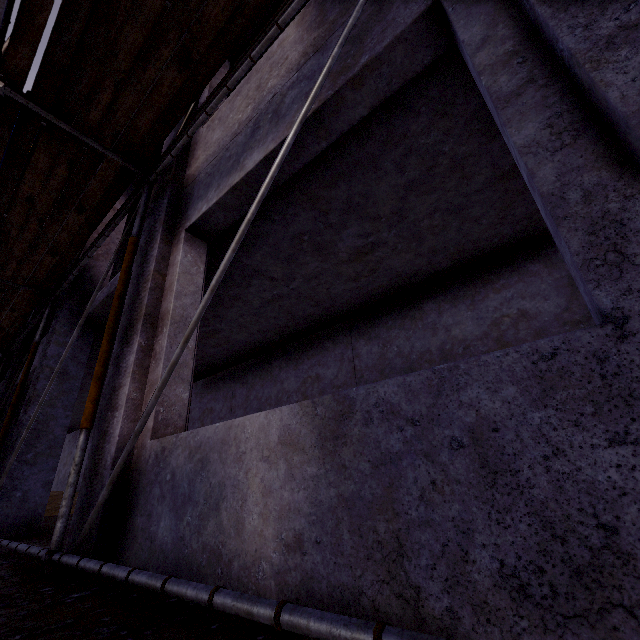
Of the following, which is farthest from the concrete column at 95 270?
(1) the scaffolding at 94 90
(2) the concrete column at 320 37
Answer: (2) the concrete column at 320 37

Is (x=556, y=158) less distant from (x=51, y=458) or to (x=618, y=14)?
(x=618, y=14)

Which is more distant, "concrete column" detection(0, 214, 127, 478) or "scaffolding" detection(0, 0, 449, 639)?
"concrete column" detection(0, 214, 127, 478)

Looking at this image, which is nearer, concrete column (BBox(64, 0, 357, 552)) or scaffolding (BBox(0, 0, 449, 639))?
scaffolding (BBox(0, 0, 449, 639))

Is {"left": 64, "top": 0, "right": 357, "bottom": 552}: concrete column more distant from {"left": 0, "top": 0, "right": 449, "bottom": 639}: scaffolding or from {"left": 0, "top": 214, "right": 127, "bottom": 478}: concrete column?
{"left": 0, "top": 214, "right": 127, "bottom": 478}: concrete column

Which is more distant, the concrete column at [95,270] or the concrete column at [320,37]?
the concrete column at [95,270]

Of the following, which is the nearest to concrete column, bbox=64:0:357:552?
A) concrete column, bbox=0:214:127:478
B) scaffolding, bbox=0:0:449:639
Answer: scaffolding, bbox=0:0:449:639
